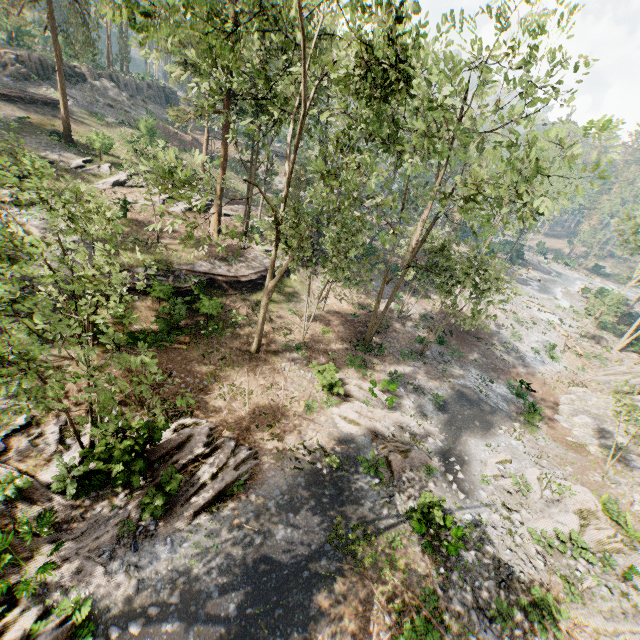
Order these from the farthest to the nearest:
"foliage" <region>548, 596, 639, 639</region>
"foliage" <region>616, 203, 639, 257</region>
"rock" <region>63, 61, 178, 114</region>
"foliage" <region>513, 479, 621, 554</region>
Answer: "rock" <region>63, 61, 178, 114</region> → "foliage" <region>616, 203, 639, 257</region> → "foliage" <region>513, 479, 621, 554</region> → "foliage" <region>548, 596, 639, 639</region>

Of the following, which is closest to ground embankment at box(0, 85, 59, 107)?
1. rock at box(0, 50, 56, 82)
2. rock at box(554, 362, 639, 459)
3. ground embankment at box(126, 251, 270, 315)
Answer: rock at box(0, 50, 56, 82)

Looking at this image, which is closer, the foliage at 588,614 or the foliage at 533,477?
the foliage at 588,614

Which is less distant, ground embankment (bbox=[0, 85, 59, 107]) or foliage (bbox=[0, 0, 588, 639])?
foliage (bbox=[0, 0, 588, 639])

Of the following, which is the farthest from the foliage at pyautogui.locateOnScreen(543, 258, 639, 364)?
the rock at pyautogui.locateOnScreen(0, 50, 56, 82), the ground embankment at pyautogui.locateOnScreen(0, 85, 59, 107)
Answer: the ground embankment at pyautogui.locateOnScreen(0, 85, 59, 107)

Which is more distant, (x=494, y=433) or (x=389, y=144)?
(x=494, y=433)

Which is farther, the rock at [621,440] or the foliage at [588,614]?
the rock at [621,440]
